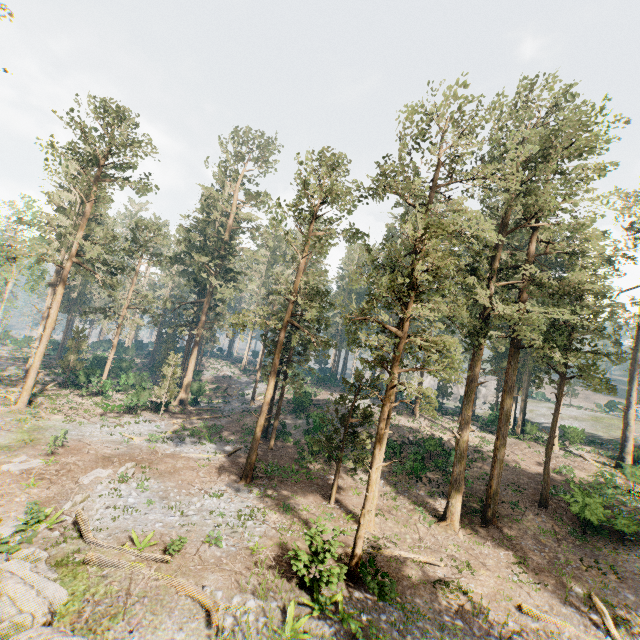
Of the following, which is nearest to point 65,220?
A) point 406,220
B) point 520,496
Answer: point 406,220

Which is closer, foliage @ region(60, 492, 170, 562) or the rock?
the rock

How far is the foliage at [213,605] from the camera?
11.56m

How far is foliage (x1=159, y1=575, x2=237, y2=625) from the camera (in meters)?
11.56

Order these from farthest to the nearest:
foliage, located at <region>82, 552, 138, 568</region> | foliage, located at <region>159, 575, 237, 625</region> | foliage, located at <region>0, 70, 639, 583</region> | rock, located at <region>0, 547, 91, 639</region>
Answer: foliage, located at <region>0, 70, 639, 583</region>
foliage, located at <region>82, 552, 138, 568</region>
foliage, located at <region>159, 575, 237, 625</region>
rock, located at <region>0, 547, 91, 639</region>

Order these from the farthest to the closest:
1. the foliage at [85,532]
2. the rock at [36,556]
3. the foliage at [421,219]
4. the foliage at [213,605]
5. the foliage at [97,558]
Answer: the foliage at [421,219], the foliage at [85,532], the foliage at [97,558], the foliage at [213,605], the rock at [36,556]

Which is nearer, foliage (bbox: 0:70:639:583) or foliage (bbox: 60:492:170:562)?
foliage (bbox: 60:492:170:562)
